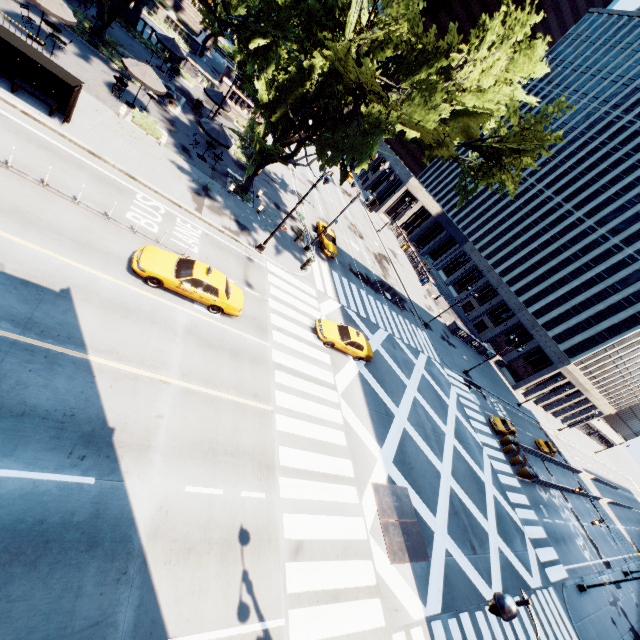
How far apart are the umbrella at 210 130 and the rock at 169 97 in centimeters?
540cm

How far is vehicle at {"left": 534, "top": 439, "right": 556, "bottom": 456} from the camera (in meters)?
44.12

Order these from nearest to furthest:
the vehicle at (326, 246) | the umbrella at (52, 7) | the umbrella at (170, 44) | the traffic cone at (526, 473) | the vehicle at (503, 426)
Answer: the umbrella at (52, 7)
the umbrella at (170, 44)
the vehicle at (326, 246)
the traffic cone at (526, 473)
the vehicle at (503, 426)

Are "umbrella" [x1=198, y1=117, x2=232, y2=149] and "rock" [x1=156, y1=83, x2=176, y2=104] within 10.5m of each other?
yes

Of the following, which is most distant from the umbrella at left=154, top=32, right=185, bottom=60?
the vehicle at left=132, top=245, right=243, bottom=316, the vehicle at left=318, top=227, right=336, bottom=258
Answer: the vehicle at left=132, top=245, right=243, bottom=316

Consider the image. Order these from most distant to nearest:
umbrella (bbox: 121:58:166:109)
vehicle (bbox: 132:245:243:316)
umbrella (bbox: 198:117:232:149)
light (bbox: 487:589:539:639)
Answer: umbrella (bbox: 198:117:232:149) < umbrella (bbox: 121:58:166:109) < vehicle (bbox: 132:245:243:316) < light (bbox: 487:589:539:639)

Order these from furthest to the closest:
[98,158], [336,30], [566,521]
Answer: [566,521], [336,30], [98,158]

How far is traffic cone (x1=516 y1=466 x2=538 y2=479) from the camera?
32.3m
